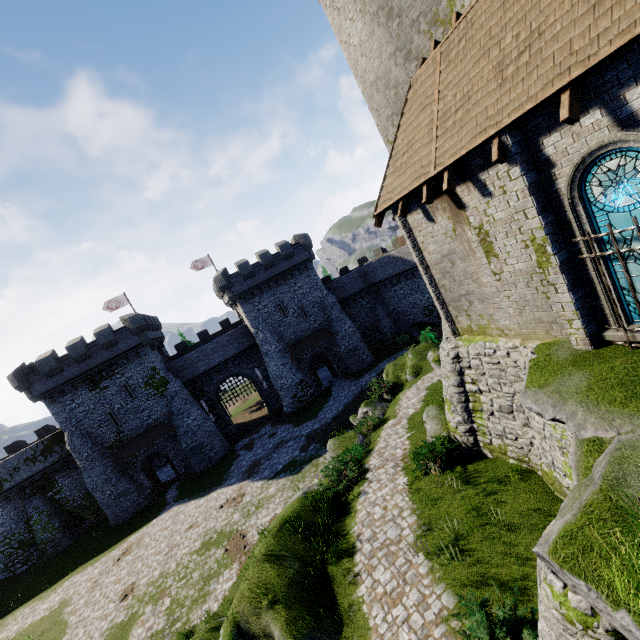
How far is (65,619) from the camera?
20.3 meters

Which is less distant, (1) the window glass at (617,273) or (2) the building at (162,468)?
(1) the window glass at (617,273)

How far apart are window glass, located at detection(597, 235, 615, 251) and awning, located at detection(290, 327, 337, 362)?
30.30m

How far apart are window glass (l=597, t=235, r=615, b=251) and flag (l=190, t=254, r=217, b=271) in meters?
40.7 m

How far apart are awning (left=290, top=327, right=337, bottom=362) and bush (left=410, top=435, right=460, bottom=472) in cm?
2254

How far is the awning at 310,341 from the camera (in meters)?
36.16

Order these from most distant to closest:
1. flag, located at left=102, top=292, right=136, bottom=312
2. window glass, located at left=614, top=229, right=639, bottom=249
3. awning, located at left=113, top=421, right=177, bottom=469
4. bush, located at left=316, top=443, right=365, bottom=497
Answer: flag, located at left=102, top=292, right=136, bottom=312
awning, located at left=113, top=421, right=177, bottom=469
bush, located at left=316, top=443, right=365, bottom=497
window glass, located at left=614, top=229, right=639, bottom=249

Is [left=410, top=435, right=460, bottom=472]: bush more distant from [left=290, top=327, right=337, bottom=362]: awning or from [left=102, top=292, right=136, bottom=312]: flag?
[left=102, top=292, right=136, bottom=312]: flag
